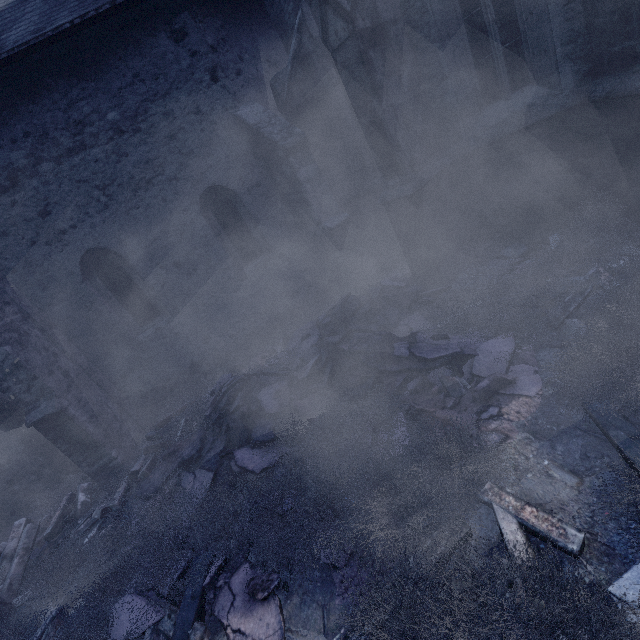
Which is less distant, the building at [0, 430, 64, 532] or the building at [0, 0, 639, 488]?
the building at [0, 0, 639, 488]

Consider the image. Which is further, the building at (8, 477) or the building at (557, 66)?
the building at (8, 477)

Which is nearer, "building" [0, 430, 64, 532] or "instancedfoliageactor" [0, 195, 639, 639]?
"instancedfoliageactor" [0, 195, 639, 639]

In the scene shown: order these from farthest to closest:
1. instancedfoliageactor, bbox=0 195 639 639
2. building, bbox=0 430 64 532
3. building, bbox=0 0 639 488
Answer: building, bbox=0 430 64 532, building, bbox=0 0 639 488, instancedfoliageactor, bbox=0 195 639 639

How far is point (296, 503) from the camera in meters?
3.9 m

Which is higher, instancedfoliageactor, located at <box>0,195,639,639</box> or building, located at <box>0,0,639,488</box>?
building, located at <box>0,0,639,488</box>

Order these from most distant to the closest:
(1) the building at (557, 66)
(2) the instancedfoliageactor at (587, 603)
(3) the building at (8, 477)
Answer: (3) the building at (8, 477) → (1) the building at (557, 66) → (2) the instancedfoliageactor at (587, 603)
